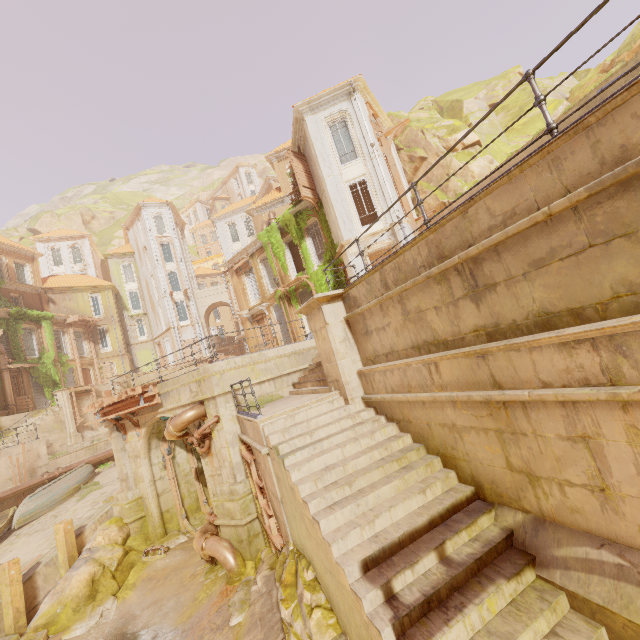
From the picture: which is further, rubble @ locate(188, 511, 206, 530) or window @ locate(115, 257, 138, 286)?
window @ locate(115, 257, 138, 286)

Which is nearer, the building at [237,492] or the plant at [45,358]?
the building at [237,492]

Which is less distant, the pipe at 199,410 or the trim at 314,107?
the pipe at 199,410

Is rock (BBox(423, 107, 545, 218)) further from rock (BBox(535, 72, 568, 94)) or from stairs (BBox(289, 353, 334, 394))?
stairs (BBox(289, 353, 334, 394))

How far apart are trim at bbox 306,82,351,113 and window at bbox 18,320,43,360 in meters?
30.0

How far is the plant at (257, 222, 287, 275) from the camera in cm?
2269

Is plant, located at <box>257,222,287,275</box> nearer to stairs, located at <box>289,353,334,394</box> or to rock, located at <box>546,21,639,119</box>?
stairs, located at <box>289,353,334,394</box>

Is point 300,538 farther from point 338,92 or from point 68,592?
point 338,92
